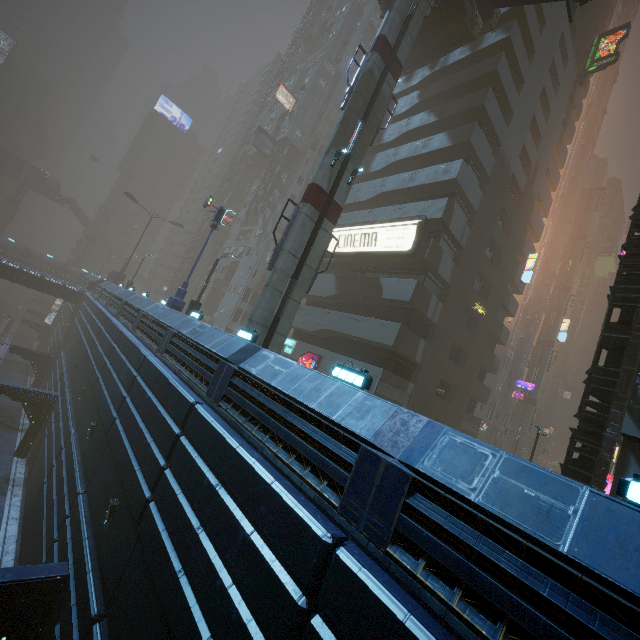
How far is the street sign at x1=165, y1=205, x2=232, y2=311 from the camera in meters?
18.5 m

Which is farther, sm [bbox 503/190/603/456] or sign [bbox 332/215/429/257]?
sm [bbox 503/190/603/456]

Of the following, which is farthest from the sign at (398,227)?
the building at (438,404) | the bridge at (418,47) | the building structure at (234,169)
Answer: the building structure at (234,169)

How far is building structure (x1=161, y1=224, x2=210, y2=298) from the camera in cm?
5347

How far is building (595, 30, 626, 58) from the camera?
36.09m

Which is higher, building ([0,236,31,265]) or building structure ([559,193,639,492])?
building structure ([559,193,639,492])

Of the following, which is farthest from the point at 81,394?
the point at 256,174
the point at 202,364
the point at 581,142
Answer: the point at 581,142

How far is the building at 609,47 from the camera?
36.09m
